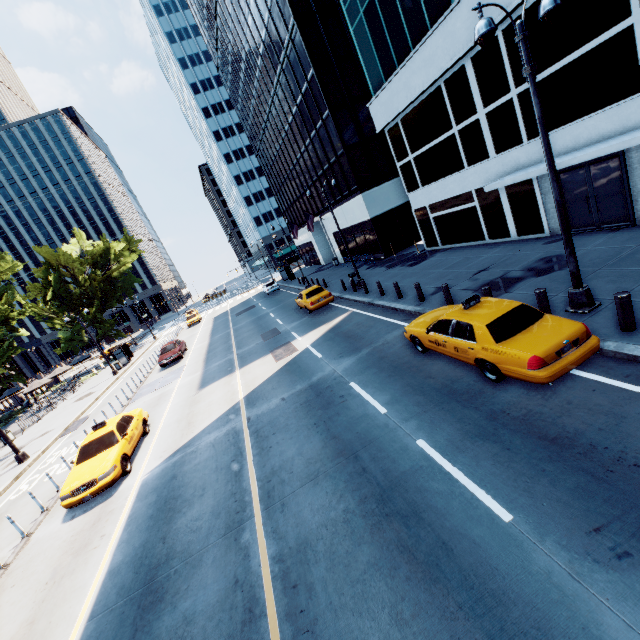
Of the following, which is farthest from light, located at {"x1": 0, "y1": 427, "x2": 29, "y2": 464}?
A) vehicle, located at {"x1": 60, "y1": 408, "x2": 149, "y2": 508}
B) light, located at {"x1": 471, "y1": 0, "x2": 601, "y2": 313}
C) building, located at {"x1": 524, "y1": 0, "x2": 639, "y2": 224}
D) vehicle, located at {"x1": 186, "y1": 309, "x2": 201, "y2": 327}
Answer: building, located at {"x1": 524, "y1": 0, "x2": 639, "y2": 224}

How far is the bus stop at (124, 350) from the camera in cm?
3589

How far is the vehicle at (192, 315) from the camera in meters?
45.6

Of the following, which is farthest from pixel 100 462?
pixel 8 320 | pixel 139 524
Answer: pixel 8 320

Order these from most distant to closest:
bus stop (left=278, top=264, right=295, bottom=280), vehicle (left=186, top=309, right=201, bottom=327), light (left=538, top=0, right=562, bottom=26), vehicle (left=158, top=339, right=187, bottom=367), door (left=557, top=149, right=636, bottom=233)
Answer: vehicle (left=186, top=309, right=201, bottom=327) < bus stop (left=278, top=264, right=295, bottom=280) < vehicle (left=158, top=339, right=187, bottom=367) < door (left=557, top=149, right=636, bottom=233) < light (left=538, top=0, right=562, bottom=26)

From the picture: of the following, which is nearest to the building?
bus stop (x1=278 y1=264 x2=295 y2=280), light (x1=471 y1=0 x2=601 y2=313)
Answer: light (x1=471 y1=0 x2=601 y2=313)

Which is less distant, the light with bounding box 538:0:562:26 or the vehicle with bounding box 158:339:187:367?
the light with bounding box 538:0:562:26

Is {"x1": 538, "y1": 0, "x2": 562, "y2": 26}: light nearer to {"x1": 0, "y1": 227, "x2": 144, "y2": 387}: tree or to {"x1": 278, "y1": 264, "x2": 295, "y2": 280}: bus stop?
{"x1": 0, "y1": 227, "x2": 144, "y2": 387}: tree
